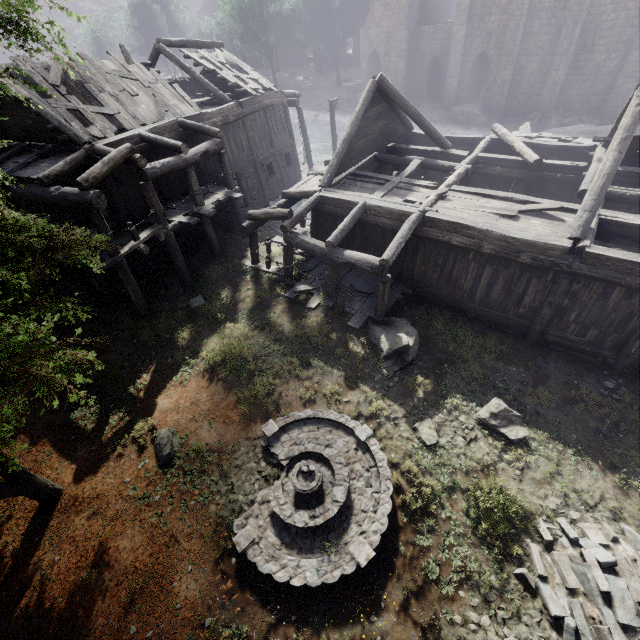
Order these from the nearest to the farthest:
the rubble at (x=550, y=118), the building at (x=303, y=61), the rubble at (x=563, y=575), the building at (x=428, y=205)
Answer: the rubble at (x=563, y=575) < the building at (x=428, y=205) < the rubble at (x=550, y=118) < the building at (x=303, y=61)

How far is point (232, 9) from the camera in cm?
3988

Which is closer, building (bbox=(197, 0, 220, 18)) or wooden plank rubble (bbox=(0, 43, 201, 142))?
wooden plank rubble (bbox=(0, 43, 201, 142))

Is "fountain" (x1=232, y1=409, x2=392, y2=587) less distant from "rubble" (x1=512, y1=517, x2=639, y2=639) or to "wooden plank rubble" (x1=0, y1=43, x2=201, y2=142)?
"rubble" (x1=512, y1=517, x2=639, y2=639)

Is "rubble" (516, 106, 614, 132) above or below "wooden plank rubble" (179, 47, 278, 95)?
below

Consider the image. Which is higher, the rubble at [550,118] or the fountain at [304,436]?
the fountain at [304,436]

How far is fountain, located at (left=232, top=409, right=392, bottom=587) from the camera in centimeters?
704cm

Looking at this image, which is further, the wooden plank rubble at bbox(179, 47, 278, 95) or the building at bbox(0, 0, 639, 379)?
the wooden plank rubble at bbox(179, 47, 278, 95)
